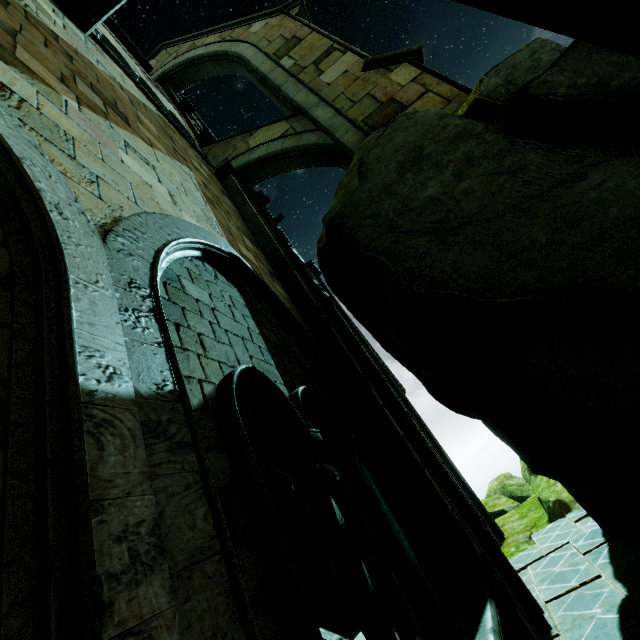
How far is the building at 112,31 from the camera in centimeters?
902cm

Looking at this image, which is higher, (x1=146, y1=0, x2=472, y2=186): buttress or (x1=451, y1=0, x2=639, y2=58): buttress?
(x1=146, y1=0, x2=472, y2=186): buttress

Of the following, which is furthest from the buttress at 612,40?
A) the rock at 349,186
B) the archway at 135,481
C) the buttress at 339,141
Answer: the buttress at 339,141

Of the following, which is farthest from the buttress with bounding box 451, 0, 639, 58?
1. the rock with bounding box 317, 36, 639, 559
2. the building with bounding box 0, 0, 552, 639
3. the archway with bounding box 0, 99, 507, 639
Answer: the archway with bounding box 0, 99, 507, 639

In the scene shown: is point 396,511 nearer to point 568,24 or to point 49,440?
point 49,440

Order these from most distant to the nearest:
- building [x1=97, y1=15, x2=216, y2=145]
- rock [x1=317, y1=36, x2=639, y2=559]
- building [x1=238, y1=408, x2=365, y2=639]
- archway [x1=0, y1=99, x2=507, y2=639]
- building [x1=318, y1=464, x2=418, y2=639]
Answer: building [x1=97, y1=15, x2=216, y2=145]
building [x1=238, y1=408, x2=365, y2=639]
building [x1=318, y1=464, x2=418, y2=639]
rock [x1=317, y1=36, x2=639, y2=559]
archway [x1=0, y1=99, x2=507, y2=639]

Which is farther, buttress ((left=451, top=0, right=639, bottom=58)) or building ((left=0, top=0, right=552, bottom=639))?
building ((left=0, top=0, right=552, bottom=639))

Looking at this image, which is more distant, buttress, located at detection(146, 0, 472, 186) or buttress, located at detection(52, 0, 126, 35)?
buttress, located at detection(146, 0, 472, 186)
